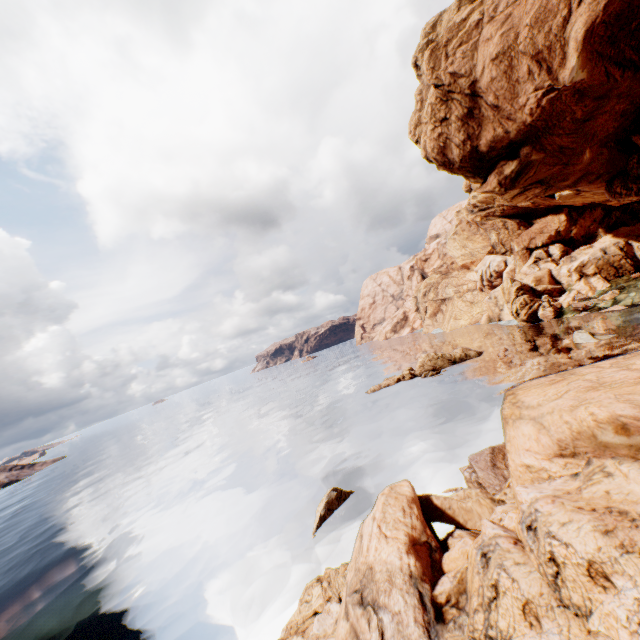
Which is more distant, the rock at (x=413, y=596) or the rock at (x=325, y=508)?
the rock at (x=325, y=508)

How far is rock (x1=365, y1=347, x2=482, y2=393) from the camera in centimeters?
4494cm

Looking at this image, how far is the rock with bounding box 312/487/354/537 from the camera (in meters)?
19.48

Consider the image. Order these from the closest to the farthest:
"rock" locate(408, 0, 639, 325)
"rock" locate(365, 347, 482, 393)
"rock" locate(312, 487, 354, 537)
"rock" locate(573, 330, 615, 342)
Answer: "rock" locate(312, 487, 354, 537) < "rock" locate(408, 0, 639, 325) < "rock" locate(573, 330, 615, 342) < "rock" locate(365, 347, 482, 393)

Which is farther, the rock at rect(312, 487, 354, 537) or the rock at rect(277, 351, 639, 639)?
the rock at rect(312, 487, 354, 537)

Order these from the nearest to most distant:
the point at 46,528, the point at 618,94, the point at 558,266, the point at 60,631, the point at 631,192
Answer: the point at 60,631 → the point at 618,94 → the point at 631,192 → the point at 46,528 → the point at 558,266
